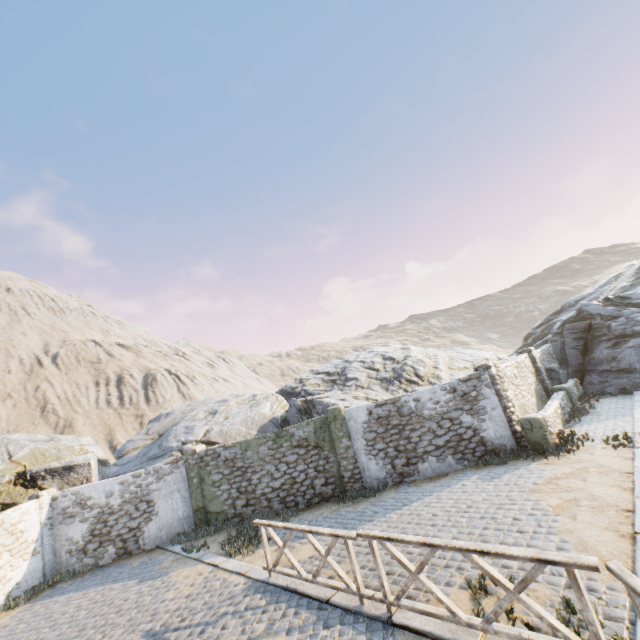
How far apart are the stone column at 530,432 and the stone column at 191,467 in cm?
1138

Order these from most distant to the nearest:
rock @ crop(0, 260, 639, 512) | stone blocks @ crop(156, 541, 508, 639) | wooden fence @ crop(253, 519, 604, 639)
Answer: rock @ crop(0, 260, 639, 512) < stone blocks @ crop(156, 541, 508, 639) < wooden fence @ crop(253, 519, 604, 639)

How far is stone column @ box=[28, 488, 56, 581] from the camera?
12.0m

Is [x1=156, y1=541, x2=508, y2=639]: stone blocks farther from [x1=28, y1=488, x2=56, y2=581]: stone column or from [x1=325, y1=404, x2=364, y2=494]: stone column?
[x1=325, y1=404, x2=364, y2=494]: stone column

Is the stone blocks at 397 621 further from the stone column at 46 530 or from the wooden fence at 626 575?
the stone column at 46 530

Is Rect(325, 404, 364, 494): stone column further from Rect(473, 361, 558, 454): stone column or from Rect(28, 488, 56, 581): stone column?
Rect(28, 488, 56, 581): stone column

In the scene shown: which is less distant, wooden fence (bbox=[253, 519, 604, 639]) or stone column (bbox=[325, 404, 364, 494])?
wooden fence (bbox=[253, 519, 604, 639])

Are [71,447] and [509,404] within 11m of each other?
no
